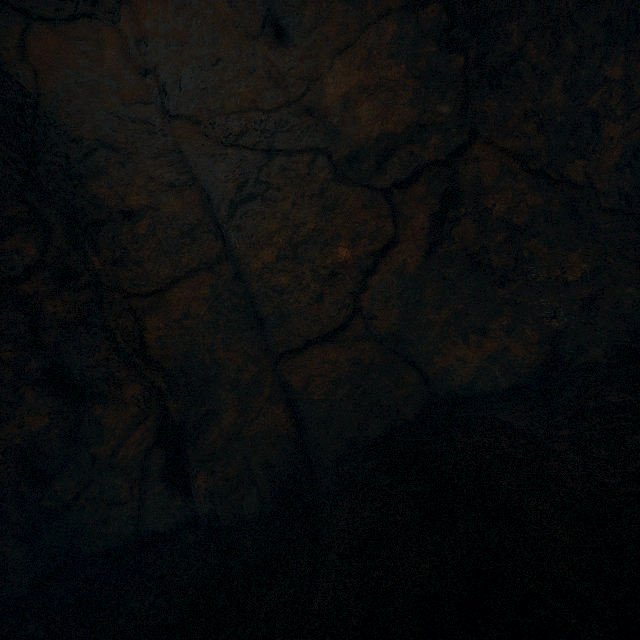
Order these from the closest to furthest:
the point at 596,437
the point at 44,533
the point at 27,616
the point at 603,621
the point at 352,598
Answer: the point at 603,621 < the point at 352,598 < the point at 596,437 < the point at 27,616 < the point at 44,533
